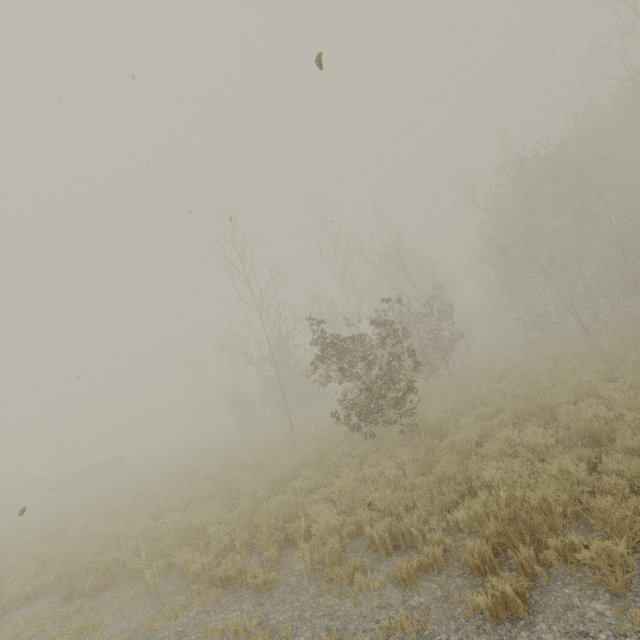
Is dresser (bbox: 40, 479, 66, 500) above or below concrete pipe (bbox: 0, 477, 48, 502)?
below

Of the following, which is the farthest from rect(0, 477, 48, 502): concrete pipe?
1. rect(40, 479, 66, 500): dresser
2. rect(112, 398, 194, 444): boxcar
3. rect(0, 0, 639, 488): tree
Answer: rect(0, 0, 639, 488): tree

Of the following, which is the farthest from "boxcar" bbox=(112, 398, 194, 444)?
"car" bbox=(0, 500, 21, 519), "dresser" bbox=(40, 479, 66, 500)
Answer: "car" bbox=(0, 500, 21, 519)

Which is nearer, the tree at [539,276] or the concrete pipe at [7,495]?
the tree at [539,276]

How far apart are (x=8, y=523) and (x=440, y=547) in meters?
24.8 m

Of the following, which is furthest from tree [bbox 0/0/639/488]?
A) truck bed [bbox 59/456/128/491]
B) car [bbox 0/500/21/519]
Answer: car [bbox 0/500/21/519]

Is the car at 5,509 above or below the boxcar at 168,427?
below

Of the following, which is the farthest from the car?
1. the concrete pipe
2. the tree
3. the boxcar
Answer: the tree
